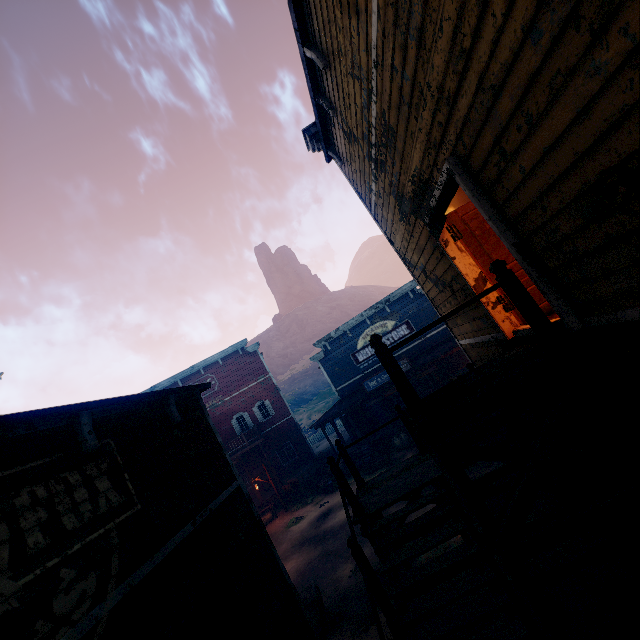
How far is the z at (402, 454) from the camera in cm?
1808

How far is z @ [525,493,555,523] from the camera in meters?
8.2 m

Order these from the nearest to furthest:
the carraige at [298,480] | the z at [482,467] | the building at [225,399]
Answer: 1. the building at [225,399]
2. the z at [482,467]
3. the carraige at [298,480]

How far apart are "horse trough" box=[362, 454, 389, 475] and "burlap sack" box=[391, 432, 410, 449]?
1.4 meters

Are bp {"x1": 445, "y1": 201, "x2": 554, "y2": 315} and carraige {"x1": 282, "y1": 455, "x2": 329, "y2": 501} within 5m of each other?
no

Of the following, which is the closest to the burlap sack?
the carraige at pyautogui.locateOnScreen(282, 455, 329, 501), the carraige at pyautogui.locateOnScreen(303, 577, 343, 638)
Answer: the carraige at pyautogui.locateOnScreen(282, 455, 329, 501)

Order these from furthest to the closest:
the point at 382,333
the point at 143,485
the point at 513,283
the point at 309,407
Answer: the point at 309,407 < the point at 382,333 < the point at 143,485 < the point at 513,283

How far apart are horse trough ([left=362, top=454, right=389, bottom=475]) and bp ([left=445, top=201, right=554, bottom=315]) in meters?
15.7
